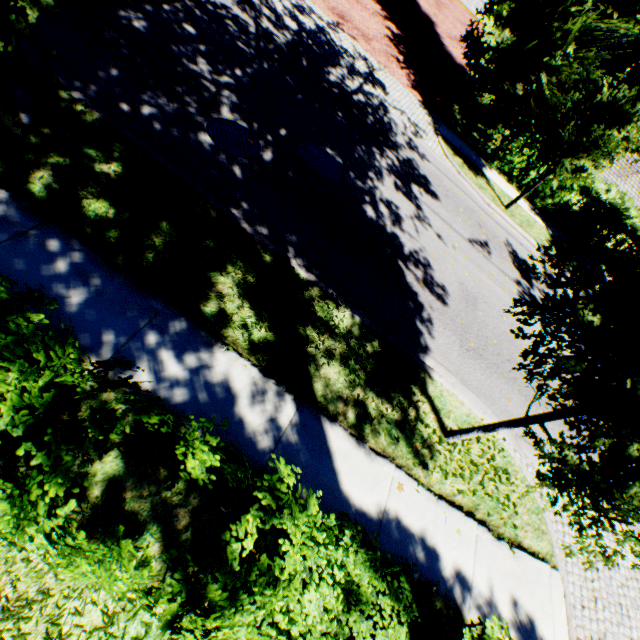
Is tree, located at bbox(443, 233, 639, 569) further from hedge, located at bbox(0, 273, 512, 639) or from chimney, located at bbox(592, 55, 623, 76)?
chimney, located at bbox(592, 55, 623, 76)

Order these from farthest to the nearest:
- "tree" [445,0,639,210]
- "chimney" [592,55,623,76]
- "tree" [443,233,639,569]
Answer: "chimney" [592,55,623,76] < "tree" [445,0,639,210] < "tree" [443,233,639,569]

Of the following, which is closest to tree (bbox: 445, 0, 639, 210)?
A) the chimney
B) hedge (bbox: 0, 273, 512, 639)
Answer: hedge (bbox: 0, 273, 512, 639)

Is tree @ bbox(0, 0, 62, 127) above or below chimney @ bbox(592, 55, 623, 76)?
below

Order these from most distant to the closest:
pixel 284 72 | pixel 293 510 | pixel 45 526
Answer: pixel 284 72, pixel 293 510, pixel 45 526

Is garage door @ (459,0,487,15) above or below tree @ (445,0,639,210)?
below

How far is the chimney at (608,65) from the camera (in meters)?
18.81

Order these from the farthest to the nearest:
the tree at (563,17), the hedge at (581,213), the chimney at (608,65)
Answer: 1. the chimney at (608,65)
2. the hedge at (581,213)
3. the tree at (563,17)
